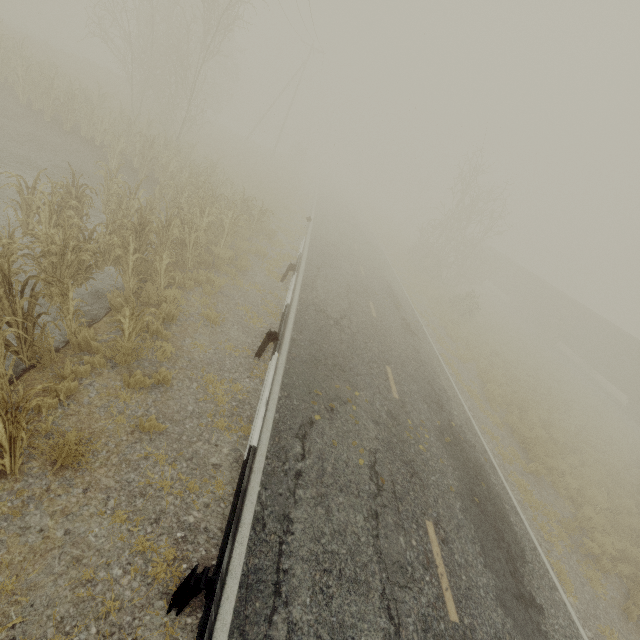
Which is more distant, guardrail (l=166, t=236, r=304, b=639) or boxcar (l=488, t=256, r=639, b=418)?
boxcar (l=488, t=256, r=639, b=418)

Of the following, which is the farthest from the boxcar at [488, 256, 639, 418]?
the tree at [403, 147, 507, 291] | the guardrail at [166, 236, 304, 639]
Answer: the guardrail at [166, 236, 304, 639]

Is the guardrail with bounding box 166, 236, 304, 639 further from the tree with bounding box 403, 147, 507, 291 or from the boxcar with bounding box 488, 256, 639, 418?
the boxcar with bounding box 488, 256, 639, 418

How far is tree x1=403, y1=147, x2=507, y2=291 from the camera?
25.59m

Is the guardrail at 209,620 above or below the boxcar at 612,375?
below

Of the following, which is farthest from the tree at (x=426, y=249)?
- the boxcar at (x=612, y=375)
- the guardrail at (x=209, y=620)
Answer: the guardrail at (x=209, y=620)

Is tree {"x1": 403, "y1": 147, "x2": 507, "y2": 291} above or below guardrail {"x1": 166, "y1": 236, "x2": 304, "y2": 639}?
above

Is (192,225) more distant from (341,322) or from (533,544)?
(533,544)
